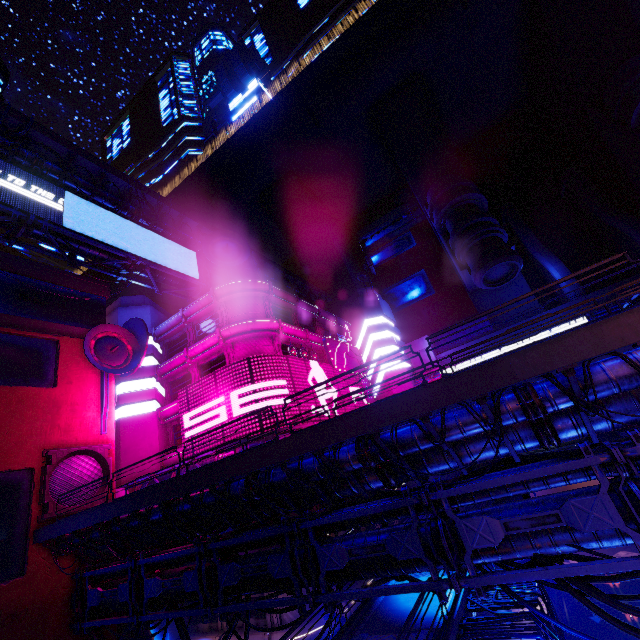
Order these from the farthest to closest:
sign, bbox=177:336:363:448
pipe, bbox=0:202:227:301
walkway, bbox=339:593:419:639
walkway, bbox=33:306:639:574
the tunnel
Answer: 1. the tunnel
2. sign, bbox=177:336:363:448
3. pipe, bbox=0:202:227:301
4. walkway, bbox=339:593:419:639
5. walkway, bbox=33:306:639:574

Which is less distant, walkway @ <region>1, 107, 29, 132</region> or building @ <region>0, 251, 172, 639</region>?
building @ <region>0, 251, 172, 639</region>

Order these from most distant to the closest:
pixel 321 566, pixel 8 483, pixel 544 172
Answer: pixel 544 172
pixel 8 483
pixel 321 566

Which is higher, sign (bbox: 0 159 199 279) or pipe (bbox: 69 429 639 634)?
sign (bbox: 0 159 199 279)

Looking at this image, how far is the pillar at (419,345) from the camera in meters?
47.2 m

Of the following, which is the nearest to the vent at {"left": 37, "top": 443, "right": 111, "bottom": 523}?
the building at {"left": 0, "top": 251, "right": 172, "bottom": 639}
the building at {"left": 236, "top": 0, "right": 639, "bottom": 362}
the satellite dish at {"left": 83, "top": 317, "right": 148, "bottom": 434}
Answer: the building at {"left": 0, "top": 251, "right": 172, "bottom": 639}

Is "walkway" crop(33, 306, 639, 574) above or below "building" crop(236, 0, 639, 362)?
below

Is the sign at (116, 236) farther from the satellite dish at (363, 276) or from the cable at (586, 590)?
the cable at (586, 590)
